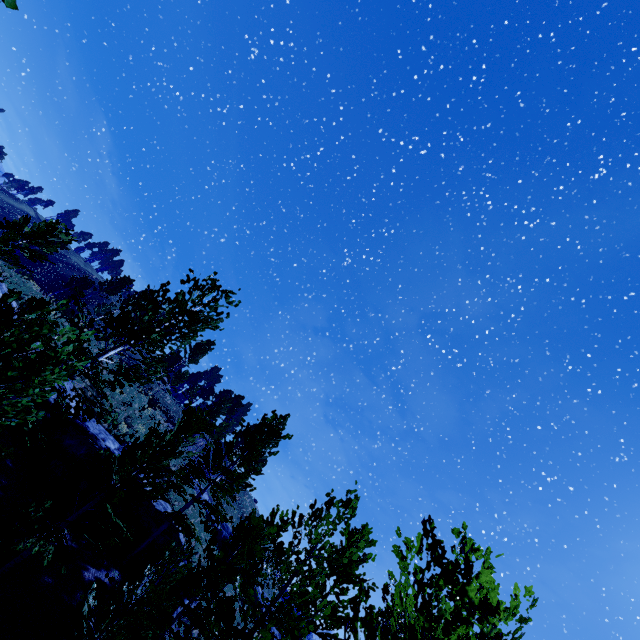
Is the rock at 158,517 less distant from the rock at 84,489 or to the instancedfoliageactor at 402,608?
the rock at 84,489

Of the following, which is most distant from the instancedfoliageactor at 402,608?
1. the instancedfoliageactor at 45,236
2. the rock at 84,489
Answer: the rock at 84,489

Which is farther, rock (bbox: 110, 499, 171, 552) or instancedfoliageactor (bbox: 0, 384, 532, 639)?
rock (bbox: 110, 499, 171, 552)

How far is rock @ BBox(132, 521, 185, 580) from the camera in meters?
14.9 m

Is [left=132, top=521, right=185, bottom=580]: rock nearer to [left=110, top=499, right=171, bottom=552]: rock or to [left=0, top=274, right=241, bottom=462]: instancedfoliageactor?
[left=110, top=499, right=171, bottom=552]: rock

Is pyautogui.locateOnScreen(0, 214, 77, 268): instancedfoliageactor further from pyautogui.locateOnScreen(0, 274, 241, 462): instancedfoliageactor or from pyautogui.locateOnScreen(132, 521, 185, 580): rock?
pyautogui.locateOnScreen(132, 521, 185, 580): rock

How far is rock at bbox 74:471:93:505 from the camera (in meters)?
13.82

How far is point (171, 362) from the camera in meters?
45.8 m
